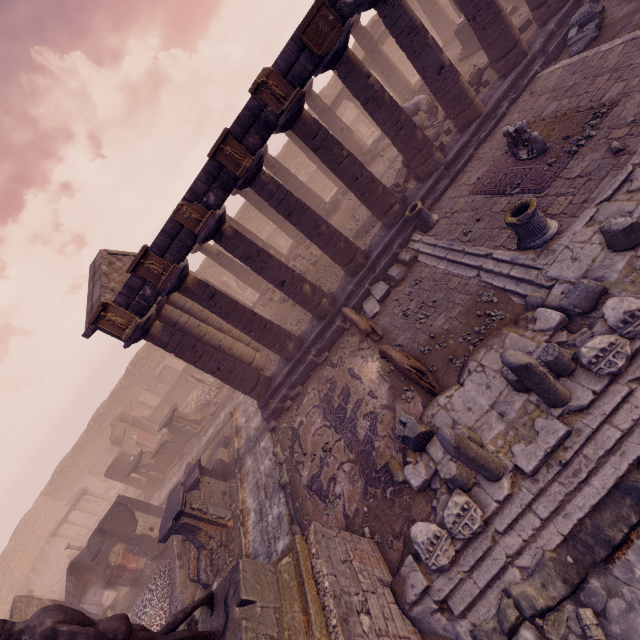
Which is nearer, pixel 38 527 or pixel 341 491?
pixel 341 491

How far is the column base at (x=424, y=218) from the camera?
11.2m

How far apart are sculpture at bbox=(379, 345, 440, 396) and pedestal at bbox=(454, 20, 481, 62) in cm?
1594

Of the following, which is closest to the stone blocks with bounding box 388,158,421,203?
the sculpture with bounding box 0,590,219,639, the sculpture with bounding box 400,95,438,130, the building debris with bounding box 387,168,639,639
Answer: the sculpture with bounding box 400,95,438,130

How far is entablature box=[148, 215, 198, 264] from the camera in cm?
1022

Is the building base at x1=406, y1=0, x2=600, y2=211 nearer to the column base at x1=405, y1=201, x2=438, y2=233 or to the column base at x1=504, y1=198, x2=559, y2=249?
the column base at x1=405, y1=201, x2=438, y2=233

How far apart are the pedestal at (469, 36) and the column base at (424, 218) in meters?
10.3

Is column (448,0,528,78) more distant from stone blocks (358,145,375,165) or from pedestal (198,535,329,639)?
pedestal (198,535,329,639)
